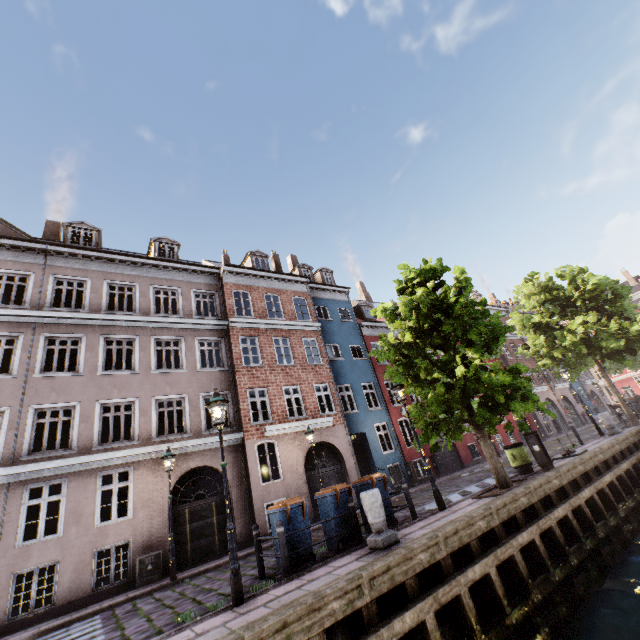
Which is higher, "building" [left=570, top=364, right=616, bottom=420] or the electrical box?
"building" [left=570, top=364, right=616, bottom=420]

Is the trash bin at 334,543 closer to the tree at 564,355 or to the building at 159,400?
the tree at 564,355

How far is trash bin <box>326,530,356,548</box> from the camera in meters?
7.9

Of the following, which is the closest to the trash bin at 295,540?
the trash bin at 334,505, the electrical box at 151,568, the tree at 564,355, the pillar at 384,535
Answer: the trash bin at 334,505

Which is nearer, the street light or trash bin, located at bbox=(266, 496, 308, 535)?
the street light

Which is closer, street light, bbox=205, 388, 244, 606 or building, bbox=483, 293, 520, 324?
street light, bbox=205, 388, 244, 606

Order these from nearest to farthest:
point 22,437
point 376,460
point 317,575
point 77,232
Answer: point 317,575, point 22,437, point 77,232, point 376,460

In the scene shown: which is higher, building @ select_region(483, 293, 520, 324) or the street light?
building @ select_region(483, 293, 520, 324)
